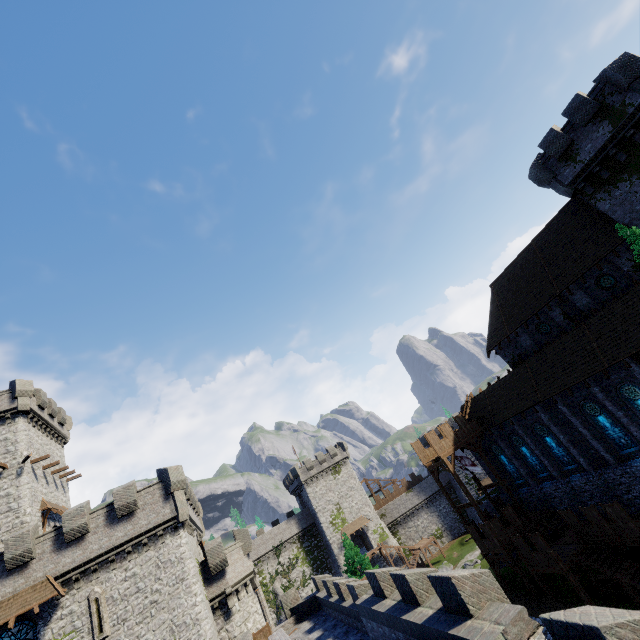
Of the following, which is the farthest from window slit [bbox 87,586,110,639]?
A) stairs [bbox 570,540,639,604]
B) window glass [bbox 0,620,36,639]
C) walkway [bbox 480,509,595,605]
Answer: stairs [bbox 570,540,639,604]

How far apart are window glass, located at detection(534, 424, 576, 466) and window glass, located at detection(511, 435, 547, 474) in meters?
1.5

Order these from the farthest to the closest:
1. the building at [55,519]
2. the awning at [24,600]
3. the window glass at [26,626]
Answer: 1. the building at [55,519]
2. the window glass at [26,626]
3. the awning at [24,600]

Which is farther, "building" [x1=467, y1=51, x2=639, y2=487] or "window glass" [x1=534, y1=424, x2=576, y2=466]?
"window glass" [x1=534, y1=424, x2=576, y2=466]

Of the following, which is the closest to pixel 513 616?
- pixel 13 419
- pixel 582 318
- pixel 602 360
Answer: pixel 602 360

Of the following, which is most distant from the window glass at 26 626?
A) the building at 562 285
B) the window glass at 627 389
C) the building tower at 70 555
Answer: the window glass at 627 389

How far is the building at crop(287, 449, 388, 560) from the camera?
53.4 meters

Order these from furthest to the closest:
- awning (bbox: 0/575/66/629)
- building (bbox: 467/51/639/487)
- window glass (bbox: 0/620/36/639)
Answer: building (bbox: 467/51/639/487) → window glass (bbox: 0/620/36/639) → awning (bbox: 0/575/66/629)
